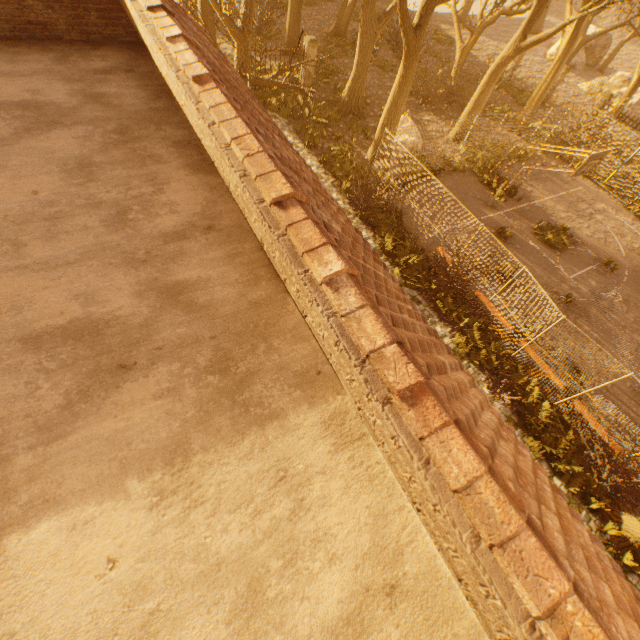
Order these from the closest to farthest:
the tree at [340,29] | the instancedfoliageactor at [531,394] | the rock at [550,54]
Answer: the instancedfoliageactor at [531,394] < the tree at [340,29] < the rock at [550,54]

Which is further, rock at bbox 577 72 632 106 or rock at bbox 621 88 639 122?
rock at bbox 577 72 632 106

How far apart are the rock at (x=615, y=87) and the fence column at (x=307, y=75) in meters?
28.2

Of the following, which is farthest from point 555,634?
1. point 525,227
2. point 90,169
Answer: point 525,227

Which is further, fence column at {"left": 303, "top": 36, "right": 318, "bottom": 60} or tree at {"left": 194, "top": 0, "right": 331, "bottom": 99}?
fence column at {"left": 303, "top": 36, "right": 318, "bottom": 60}

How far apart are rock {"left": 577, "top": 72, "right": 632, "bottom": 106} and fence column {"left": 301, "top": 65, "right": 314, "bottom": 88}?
28.2m

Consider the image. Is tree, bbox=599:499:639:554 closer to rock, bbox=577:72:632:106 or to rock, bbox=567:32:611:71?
rock, bbox=567:32:611:71
